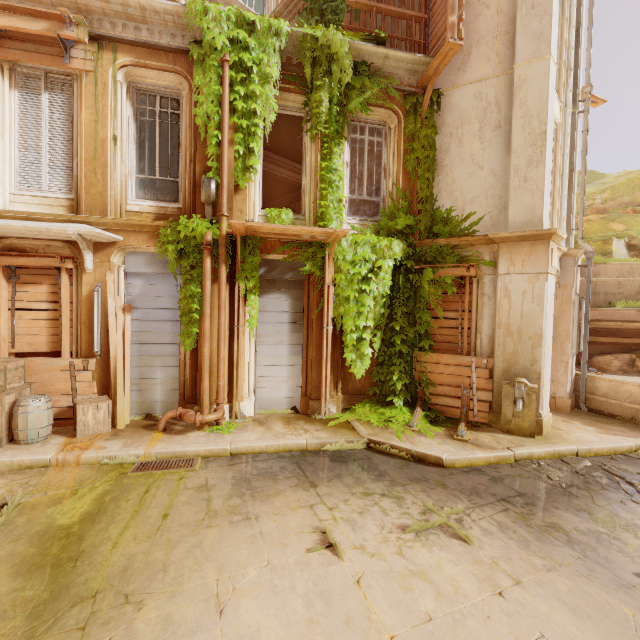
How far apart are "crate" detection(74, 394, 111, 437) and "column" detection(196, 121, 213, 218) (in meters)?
4.28

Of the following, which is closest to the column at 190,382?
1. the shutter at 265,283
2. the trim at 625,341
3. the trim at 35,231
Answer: the trim at 35,231

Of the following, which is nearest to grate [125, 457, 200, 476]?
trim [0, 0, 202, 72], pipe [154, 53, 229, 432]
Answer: pipe [154, 53, 229, 432]

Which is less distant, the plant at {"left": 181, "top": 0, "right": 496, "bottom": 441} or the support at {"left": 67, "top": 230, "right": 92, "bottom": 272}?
the support at {"left": 67, "top": 230, "right": 92, "bottom": 272}

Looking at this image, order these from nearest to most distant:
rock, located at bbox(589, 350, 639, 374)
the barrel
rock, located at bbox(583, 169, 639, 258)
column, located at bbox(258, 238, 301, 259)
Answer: the barrel < column, located at bbox(258, 238, 301, 259) < rock, located at bbox(589, 350, 639, 374) < rock, located at bbox(583, 169, 639, 258)

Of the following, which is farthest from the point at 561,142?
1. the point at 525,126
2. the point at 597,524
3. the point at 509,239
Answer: the point at 597,524

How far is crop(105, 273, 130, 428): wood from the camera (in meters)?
6.99

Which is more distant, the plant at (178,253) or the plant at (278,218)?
the plant at (278,218)
